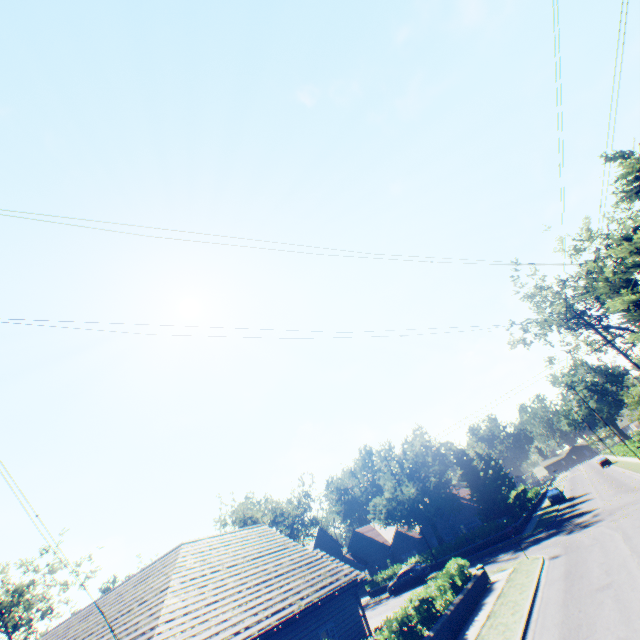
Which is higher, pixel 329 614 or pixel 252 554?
pixel 252 554

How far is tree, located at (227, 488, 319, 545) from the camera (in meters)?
48.22

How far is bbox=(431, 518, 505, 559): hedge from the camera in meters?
33.7 m

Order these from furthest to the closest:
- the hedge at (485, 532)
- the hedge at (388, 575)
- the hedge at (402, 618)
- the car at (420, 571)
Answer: the hedge at (388, 575), the hedge at (485, 532), the car at (420, 571), the hedge at (402, 618)

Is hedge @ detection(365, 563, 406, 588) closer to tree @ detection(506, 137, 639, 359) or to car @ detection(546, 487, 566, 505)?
tree @ detection(506, 137, 639, 359)

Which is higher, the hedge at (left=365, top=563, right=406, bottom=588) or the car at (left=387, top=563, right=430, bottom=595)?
the hedge at (left=365, top=563, right=406, bottom=588)

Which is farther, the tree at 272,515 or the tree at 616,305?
the tree at 272,515

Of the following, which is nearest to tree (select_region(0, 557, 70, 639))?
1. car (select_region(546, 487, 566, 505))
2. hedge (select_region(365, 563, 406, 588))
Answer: car (select_region(546, 487, 566, 505))
